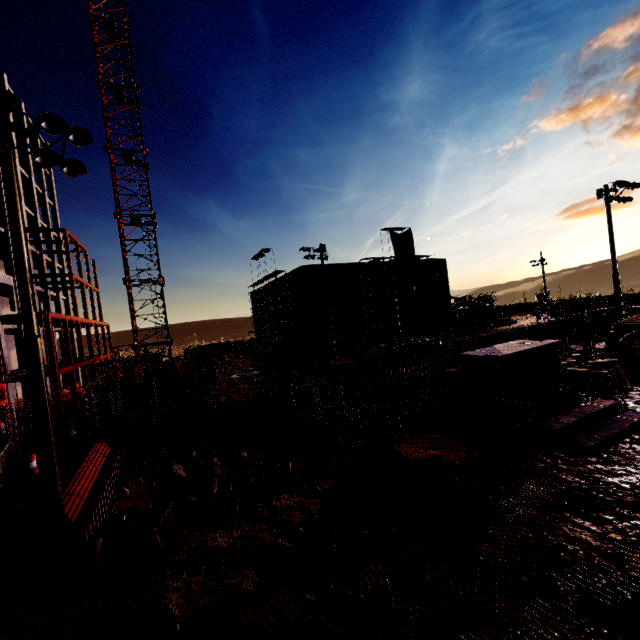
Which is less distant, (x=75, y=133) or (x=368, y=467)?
(x=75, y=133)

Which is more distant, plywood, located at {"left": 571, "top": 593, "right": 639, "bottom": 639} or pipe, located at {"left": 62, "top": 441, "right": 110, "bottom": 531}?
pipe, located at {"left": 62, "top": 441, "right": 110, "bottom": 531}

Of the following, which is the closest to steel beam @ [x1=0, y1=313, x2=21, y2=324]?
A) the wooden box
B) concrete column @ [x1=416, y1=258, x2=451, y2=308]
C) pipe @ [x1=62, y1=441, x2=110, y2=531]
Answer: the wooden box

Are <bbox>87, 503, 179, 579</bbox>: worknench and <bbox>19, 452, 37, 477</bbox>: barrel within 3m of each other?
no

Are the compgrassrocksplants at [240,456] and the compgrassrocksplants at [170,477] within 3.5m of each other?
yes

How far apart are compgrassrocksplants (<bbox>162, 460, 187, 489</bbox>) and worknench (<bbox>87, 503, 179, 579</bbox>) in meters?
9.6 m

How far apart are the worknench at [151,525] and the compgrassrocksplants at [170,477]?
9.6m

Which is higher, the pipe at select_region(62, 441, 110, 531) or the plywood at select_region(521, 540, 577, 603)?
the pipe at select_region(62, 441, 110, 531)
